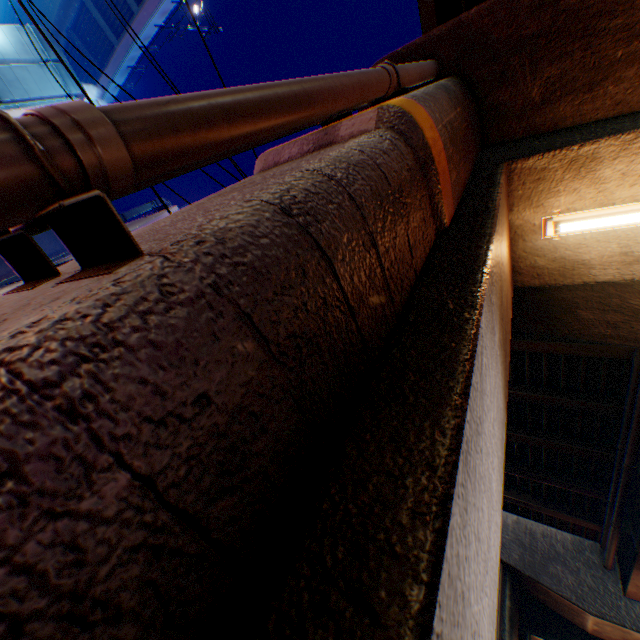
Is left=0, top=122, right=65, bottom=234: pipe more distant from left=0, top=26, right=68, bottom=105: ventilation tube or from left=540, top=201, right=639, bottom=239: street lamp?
left=0, top=26, right=68, bottom=105: ventilation tube

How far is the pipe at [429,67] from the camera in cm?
285

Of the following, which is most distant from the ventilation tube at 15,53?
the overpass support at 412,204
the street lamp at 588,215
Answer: the street lamp at 588,215

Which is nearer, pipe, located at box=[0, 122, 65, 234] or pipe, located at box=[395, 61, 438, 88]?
pipe, located at box=[0, 122, 65, 234]

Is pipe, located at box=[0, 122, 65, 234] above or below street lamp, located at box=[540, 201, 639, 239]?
below

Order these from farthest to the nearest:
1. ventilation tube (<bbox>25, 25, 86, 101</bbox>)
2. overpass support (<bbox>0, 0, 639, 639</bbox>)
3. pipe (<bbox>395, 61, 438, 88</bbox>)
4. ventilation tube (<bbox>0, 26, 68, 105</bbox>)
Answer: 1. ventilation tube (<bbox>25, 25, 86, 101</bbox>)
2. ventilation tube (<bbox>0, 26, 68, 105</bbox>)
3. pipe (<bbox>395, 61, 438, 88</bbox>)
4. overpass support (<bbox>0, 0, 639, 639</bbox>)

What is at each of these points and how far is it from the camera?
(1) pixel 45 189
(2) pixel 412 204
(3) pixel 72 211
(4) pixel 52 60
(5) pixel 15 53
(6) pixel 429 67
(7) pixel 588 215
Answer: (1) pipe, 0.72m
(2) overpass support, 1.88m
(3) pipe support, 0.83m
(4) ventilation tube, 12.36m
(5) ventilation tube, 11.41m
(6) pipe, 3.63m
(7) street lamp, 3.22m

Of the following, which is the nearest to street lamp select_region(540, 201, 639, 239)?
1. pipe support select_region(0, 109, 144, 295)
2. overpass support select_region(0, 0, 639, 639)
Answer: overpass support select_region(0, 0, 639, 639)
